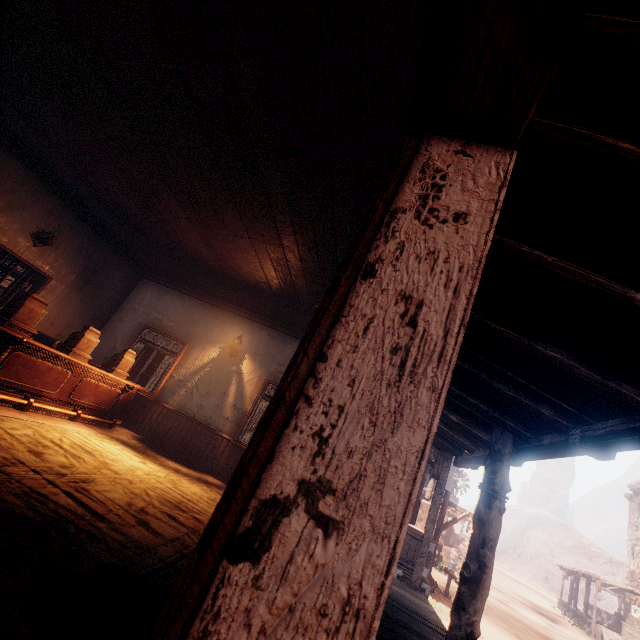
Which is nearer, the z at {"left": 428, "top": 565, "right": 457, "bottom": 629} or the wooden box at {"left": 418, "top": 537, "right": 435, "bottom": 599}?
the wooden box at {"left": 418, "top": 537, "right": 435, "bottom": 599}

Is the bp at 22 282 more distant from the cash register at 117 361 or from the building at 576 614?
the cash register at 117 361

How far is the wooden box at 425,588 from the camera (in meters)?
7.93

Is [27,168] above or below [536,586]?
above

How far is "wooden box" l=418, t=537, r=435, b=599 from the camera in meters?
7.9 m

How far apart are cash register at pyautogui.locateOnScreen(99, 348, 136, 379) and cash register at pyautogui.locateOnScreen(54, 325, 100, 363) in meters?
0.6

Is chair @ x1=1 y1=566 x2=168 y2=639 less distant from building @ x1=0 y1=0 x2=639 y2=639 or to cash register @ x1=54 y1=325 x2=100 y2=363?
building @ x1=0 y1=0 x2=639 y2=639

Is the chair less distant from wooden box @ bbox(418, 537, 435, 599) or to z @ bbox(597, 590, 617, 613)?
z @ bbox(597, 590, 617, 613)
